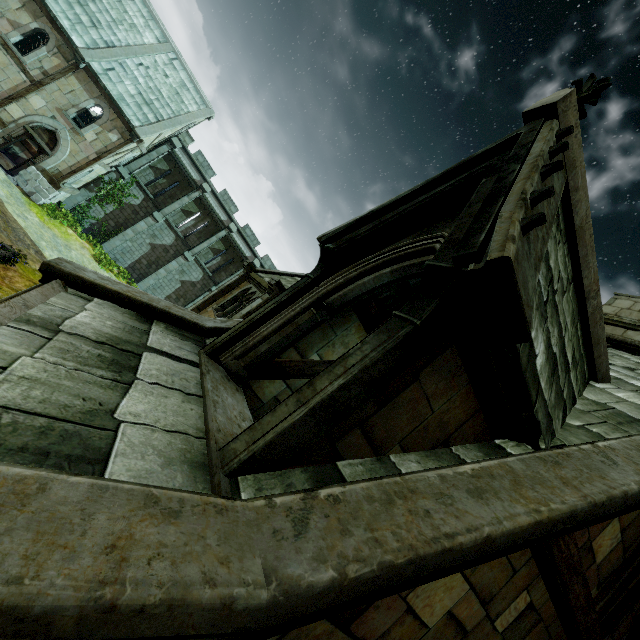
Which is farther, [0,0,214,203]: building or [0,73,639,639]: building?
[0,0,214,203]: building

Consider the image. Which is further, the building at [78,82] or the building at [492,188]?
the building at [78,82]

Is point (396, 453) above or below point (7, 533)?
above
